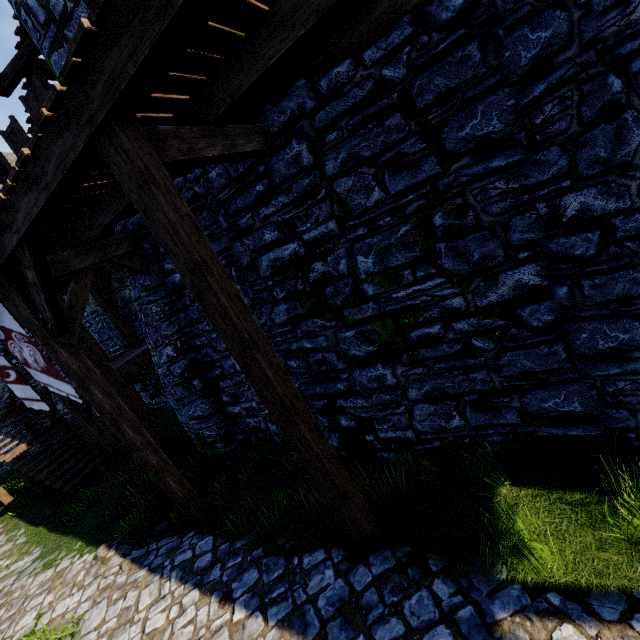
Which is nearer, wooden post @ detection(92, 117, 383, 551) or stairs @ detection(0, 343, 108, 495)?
wooden post @ detection(92, 117, 383, 551)

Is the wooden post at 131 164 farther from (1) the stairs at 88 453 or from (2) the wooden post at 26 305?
(1) the stairs at 88 453

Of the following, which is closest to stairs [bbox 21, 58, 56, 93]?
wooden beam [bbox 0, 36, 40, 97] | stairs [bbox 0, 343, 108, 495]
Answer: wooden beam [bbox 0, 36, 40, 97]

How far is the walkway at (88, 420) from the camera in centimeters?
1039cm

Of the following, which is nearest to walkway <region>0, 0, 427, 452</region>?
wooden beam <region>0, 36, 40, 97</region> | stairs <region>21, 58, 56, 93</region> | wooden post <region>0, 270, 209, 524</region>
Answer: wooden post <region>0, 270, 209, 524</region>

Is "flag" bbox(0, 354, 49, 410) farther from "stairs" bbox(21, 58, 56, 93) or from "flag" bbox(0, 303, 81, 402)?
"stairs" bbox(21, 58, 56, 93)

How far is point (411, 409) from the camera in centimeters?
491cm

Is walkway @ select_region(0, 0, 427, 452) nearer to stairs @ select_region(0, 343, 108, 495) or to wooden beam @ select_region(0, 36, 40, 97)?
stairs @ select_region(0, 343, 108, 495)
